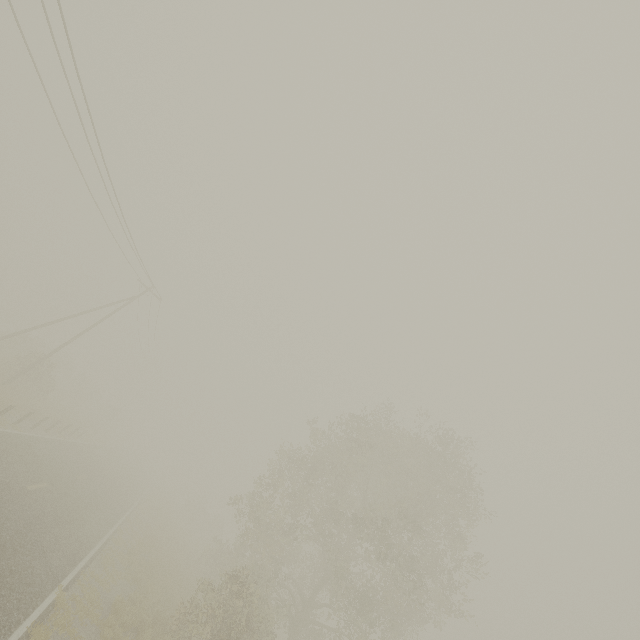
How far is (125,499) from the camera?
25.08m
